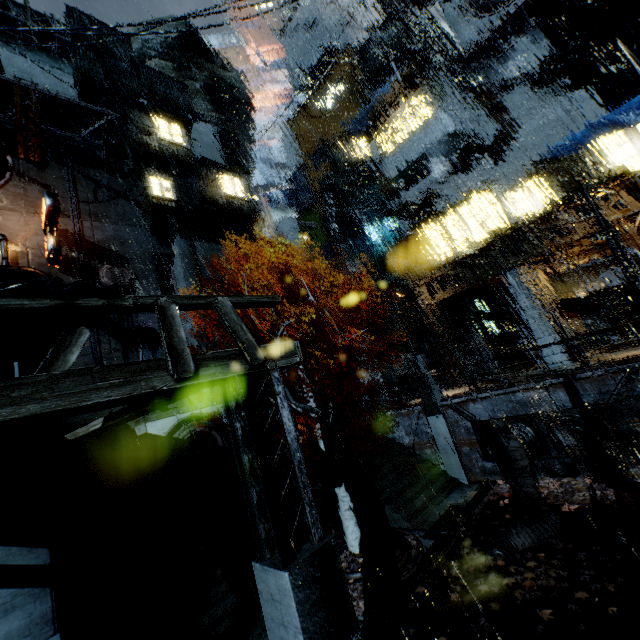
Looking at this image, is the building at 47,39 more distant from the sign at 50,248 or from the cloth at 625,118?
the sign at 50,248

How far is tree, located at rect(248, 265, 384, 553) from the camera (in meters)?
12.03

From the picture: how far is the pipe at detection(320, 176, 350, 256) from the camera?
38.1 meters

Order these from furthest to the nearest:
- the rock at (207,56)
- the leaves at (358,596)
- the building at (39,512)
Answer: the rock at (207,56) → the leaves at (358,596) → the building at (39,512)

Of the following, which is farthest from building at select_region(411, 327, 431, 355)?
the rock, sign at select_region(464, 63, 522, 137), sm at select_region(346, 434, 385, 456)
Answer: sm at select_region(346, 434, 385, 456)

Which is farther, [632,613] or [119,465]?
[119,465]

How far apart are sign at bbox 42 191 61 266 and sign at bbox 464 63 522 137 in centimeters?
3180cm

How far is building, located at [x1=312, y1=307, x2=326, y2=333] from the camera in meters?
36.2 m
